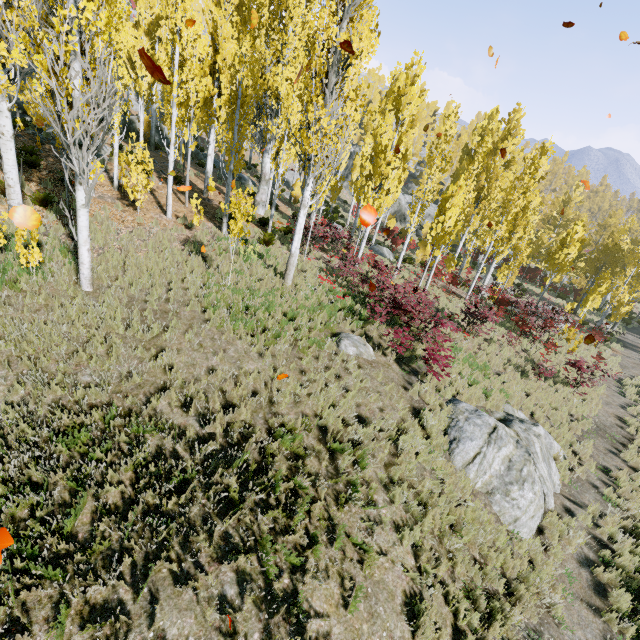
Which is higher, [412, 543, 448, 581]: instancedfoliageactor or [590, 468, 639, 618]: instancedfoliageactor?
[412, 543, 448, 581]: instancedfoliageactor

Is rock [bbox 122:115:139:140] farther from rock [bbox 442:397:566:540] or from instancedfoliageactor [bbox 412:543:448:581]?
rock [bbox 442:397:566:540]

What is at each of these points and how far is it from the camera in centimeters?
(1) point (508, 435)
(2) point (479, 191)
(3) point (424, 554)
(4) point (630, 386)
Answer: (1) rock, 855cm
(2) instancedfoliageactor, 2488cm
(3) instancedfoliageactor, 530cm
(4) instancedfoliageactor, 1638cm

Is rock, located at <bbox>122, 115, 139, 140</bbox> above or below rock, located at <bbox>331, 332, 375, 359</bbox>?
above

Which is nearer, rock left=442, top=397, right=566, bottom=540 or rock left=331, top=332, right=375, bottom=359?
rock left=442, top=397, right=566, bottom=540

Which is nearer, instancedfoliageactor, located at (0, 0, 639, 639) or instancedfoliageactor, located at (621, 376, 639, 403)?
instancedfoliageactor, located at (0, 0, 639, 639)

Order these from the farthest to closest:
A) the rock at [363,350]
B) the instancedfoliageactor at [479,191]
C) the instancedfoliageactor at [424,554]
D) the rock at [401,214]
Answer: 1. the rock at [401,214]
2. the rock at [363,350]
3. the instancedfoliageactor at [479,191]
4. the instancedfoliageactor at [424,554]

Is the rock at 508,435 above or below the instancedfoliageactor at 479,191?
below
